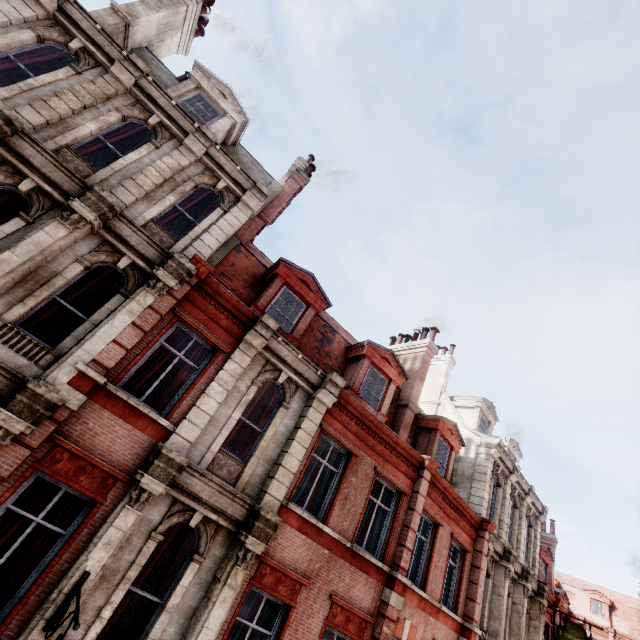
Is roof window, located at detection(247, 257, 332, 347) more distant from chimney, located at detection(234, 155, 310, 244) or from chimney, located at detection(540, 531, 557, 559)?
chimney, located at detection(540, 531, 557, 559)

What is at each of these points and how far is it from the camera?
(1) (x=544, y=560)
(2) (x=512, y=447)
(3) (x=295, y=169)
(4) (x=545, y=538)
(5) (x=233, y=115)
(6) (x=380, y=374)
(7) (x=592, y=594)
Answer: (1) roof window, 20.72m
(2) roof window, 20.97m
(3) chimney, 14.81m
(4) chimney, 24.09m
(5) roof window, 11.91m
(6) roof window, 12.83m
(7) roof window, 37.44m

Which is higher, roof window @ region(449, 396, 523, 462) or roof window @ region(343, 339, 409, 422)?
roof window @ region(449, 396, 523, 462)

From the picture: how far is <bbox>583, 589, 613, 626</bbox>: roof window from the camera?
35.8 meters

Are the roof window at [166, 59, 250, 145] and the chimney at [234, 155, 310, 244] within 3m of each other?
yes

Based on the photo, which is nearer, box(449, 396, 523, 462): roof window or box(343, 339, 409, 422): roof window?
box(343, 339, 409, 422): roof window

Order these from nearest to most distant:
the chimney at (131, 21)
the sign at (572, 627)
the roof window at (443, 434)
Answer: the chimney at (131, 21)
the roof window at (443, 434)
the sign at (572, 627)

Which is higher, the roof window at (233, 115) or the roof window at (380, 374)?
the roof window at (233, 115)
